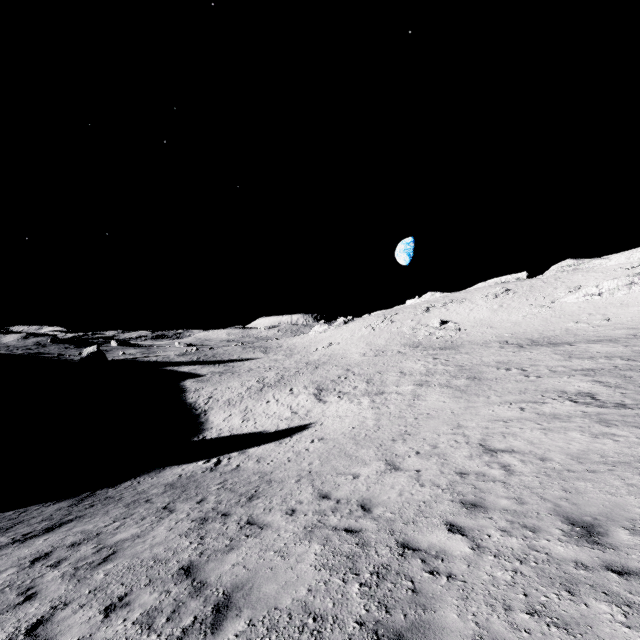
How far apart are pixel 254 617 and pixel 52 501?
13.78m
